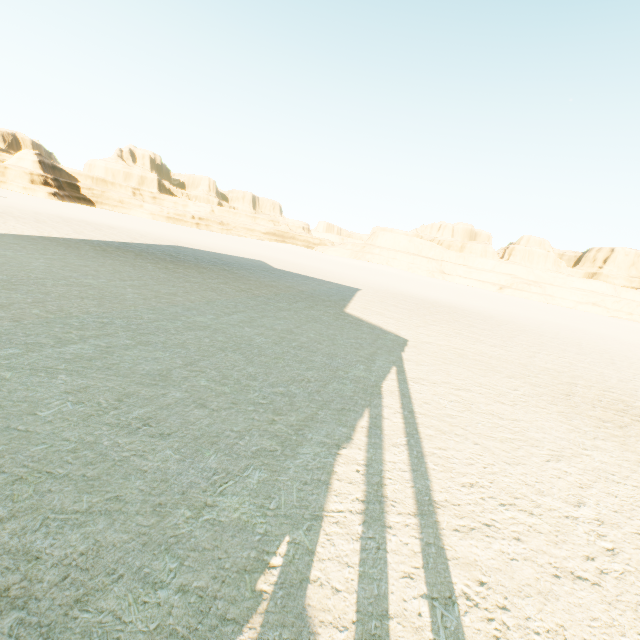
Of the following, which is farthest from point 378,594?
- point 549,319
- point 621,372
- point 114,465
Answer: point 549,319
